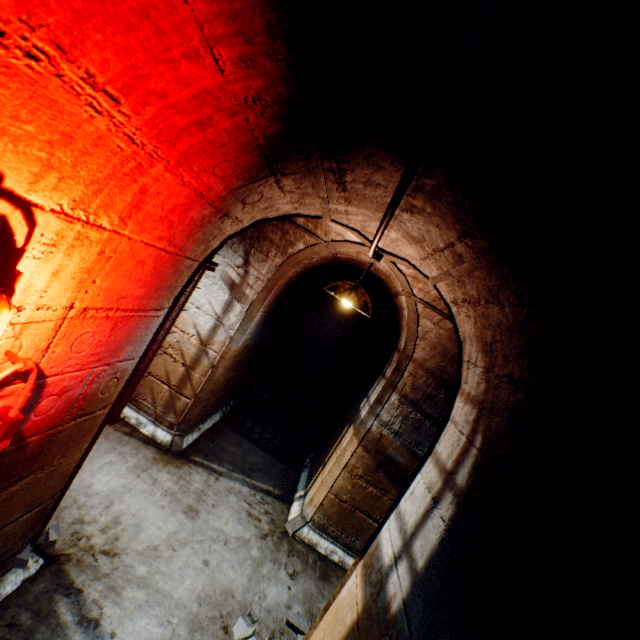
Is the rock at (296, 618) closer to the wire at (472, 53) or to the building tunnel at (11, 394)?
the building tunnel at (11, 394)

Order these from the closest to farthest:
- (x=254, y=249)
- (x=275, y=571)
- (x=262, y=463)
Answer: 1. (x=275, y=571)
2. (x=254, y=249)
3. (x=262, y=463)

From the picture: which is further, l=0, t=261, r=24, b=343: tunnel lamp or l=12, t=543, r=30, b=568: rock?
l=12, t=543, r=30, b=568: rock

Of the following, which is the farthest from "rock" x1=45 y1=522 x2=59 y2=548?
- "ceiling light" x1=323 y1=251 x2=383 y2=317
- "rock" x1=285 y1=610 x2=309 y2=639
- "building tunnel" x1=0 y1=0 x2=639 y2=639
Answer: "ceiling light" x1=323 y1=251 x2=383 y2=317

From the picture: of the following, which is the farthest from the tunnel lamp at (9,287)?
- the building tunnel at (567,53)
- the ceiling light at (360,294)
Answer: the ceiling light at (360,294)

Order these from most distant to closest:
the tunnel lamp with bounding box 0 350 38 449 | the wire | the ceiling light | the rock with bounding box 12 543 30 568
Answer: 1. the ceiling light
2. the rock with bounding box 12 543 30 568
3. the tunnel lamp with bounding box 0 350 38 449
4. the wire

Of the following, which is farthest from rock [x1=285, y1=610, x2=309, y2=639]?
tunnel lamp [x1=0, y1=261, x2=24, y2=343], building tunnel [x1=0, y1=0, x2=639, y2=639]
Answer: tunnel lamp [x1=0, y1=261, x2=24, y2=343]

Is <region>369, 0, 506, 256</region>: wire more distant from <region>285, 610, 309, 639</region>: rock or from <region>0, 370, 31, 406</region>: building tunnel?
<region>285, 610, 309, 639</region>: rock
